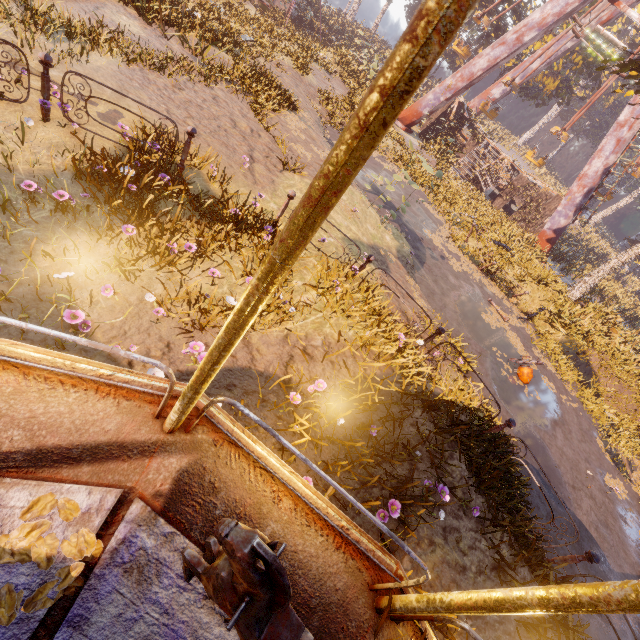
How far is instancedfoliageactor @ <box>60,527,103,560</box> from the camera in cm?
162

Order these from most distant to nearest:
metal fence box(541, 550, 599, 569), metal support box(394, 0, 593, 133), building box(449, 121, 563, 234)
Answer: building box(449, 121, 563, 234), metal support box(394, 0, 593, 133), metal fence box(541, 550, 599, 569)

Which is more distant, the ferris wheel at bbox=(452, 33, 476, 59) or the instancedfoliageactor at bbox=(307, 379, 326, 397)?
the ferris wheel at bbox=(452, 33, 476, 59)

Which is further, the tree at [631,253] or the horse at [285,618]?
the tree at [631,253]

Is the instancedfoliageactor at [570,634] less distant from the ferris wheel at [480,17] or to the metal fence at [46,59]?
the metal fence at [46,59]

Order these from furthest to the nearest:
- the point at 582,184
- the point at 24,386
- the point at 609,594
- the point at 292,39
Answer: the point at 582,184
the point at 292,39
the point at 24,386
the point at 609,594

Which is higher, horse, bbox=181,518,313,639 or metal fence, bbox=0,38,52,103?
horse, bbox=181,518,313,639

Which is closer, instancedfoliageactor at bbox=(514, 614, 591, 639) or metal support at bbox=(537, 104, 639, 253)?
instancedfoliageactor at bbox=(514, 614, 591, 639)
